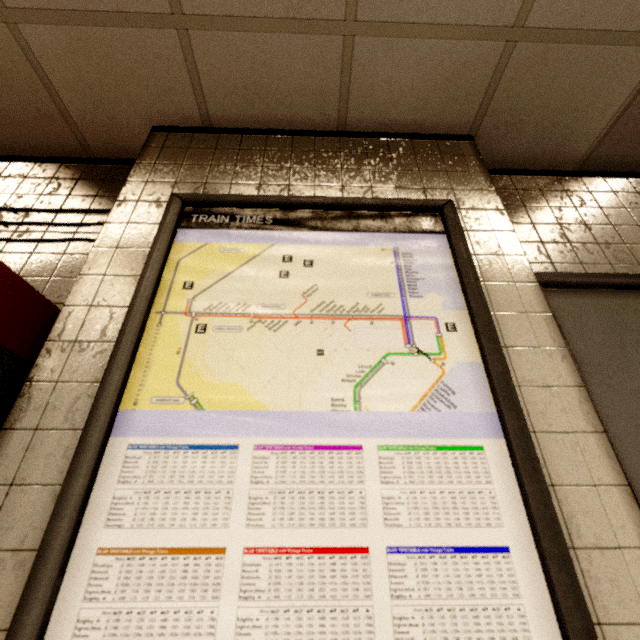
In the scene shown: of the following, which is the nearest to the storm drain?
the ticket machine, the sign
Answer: the sign

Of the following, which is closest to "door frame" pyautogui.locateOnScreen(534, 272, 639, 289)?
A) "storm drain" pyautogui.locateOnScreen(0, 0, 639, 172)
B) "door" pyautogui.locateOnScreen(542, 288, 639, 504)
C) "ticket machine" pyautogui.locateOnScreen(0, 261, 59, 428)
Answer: "door" pyautogui.locateOnScreen(542, 288, 639, 504)

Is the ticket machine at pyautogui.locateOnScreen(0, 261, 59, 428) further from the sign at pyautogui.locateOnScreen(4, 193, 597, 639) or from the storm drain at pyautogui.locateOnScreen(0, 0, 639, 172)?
the storm drain at pyautogui.locateOnScreen(0, 0, 639, 172)

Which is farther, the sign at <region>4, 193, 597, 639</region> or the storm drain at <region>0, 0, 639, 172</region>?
the storm drain at <region>0, 0, 639, 172</region>

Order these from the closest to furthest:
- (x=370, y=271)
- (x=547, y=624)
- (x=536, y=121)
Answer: (x=547, y=624)
(x=370, y=271)
(x=536, y=121)

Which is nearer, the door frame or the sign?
the sign

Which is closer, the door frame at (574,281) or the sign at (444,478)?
the sign at (444,478)

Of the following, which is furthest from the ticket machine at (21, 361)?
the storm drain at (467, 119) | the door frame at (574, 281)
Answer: the door frame at (574, 281)
